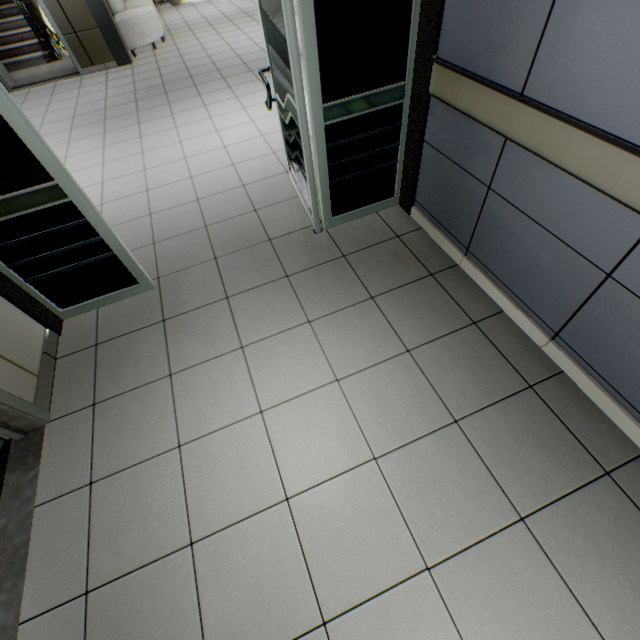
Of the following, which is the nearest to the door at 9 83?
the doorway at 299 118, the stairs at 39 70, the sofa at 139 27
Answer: the stairs at 39 70

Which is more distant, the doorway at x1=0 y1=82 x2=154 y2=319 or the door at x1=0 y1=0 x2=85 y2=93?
the door at x1=0 y1=0 x2=85 y2=93

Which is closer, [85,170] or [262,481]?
[262,481]

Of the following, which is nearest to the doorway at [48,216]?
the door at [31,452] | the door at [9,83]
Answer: the door at [31,452]

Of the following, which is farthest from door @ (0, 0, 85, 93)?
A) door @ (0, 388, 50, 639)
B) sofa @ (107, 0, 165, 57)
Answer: door @ (0, 388, 50, 639)

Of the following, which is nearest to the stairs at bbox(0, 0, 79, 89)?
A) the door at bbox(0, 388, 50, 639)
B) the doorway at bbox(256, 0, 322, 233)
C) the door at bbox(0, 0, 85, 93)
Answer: the door at bbox(0, 0, 85, 93)

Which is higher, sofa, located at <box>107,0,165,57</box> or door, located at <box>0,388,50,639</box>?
sofa, located at <box>107,0,165,57</box>

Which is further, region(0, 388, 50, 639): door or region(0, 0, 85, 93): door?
region(0, 0, 85, 93): door
